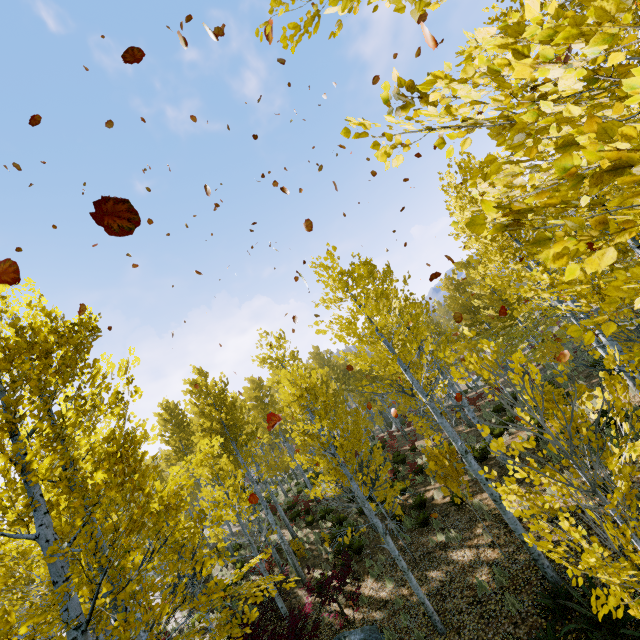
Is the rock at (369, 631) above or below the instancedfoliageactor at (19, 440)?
below

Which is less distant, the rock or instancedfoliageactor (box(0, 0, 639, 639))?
instancedfoliageactor (box(0, 0, 639, 639))

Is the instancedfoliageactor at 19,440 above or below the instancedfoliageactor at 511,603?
above

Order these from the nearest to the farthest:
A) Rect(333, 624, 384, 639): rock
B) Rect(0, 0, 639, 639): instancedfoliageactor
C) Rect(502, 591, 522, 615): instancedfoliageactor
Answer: Rect(0, 0, 639, 639): instancedfoliageactor
Rect(502, 591, 522, 615): instancedfoliageactor
Rect(333, 624, 384, 639): rock

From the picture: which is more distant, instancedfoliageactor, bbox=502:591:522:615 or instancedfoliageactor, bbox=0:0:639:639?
instancedfoliageactor, bbox=502:591:522:615

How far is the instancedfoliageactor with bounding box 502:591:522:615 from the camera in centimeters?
668cm

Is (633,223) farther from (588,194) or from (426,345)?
(426,345)
